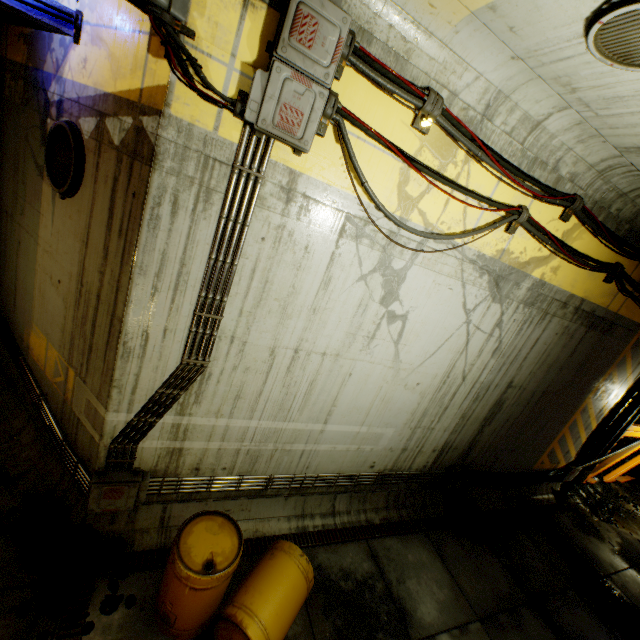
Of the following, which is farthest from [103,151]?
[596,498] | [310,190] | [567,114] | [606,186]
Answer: [596,498]

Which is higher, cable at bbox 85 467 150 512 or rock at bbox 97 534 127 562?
cable at bbox 85 467 150 512

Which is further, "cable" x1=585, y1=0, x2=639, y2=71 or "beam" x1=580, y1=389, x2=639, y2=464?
"beam" x1=580, y1=389, x2=639, y2=464

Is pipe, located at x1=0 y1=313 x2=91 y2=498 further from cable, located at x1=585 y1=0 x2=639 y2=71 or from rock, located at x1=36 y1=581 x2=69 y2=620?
cable, located at x1=585 y1=0 x2=639 y2=71

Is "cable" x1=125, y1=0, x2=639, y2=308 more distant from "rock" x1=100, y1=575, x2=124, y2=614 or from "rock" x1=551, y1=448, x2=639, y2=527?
"rock" x1=100, y1=575, x2=124, y2=614

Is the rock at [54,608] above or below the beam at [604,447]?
below

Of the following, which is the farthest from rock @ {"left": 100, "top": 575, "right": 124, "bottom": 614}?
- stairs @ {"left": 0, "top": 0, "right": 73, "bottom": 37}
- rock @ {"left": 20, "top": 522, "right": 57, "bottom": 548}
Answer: stairs @ {"left": 0, "top": 0, "right": 73, "bottom": 37}

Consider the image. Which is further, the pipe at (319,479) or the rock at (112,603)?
the pipe at (319,479)
